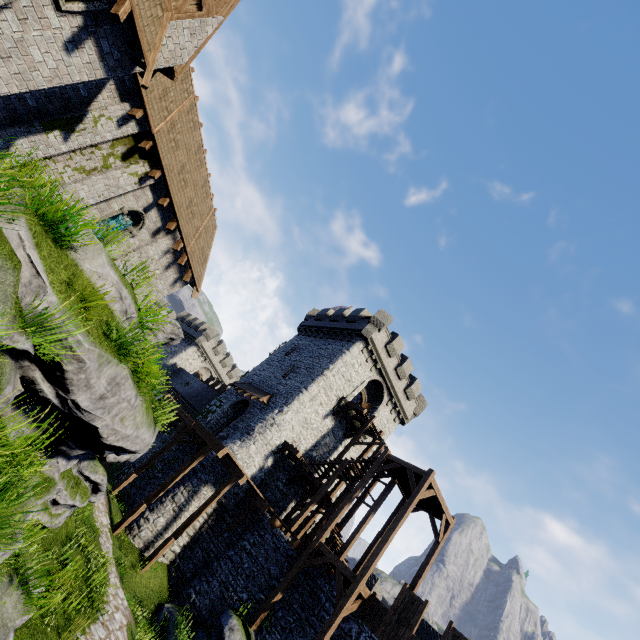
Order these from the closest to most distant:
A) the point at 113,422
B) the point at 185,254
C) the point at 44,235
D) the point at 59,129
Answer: the point at 44,235
the point at 113,422
the point at 59,129
the point at 185,254

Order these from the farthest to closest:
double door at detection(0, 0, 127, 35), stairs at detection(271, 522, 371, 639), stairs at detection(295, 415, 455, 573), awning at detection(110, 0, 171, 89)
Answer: stairs at detection(295, 415, 455, 573)
stairs at detection(271, 522, 371, 639)
awning at detection(110, 0, 171, 89)
double door at detection(0, 0, 127, 35)

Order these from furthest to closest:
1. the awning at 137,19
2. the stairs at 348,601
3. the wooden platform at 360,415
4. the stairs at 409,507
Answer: the wooden platform at 360,415 < the stairs at 409,507 < the stairs at 348,601 < the awning at 137,19

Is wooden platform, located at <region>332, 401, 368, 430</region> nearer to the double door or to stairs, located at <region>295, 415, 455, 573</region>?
stairs, located at <region>295, 415, 455, 573</region>

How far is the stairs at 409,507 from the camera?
16.41m

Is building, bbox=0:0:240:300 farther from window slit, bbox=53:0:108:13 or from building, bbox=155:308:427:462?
building, bbox=155:308:427:462

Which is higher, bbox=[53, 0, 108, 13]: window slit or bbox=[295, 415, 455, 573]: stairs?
bbox=[295, 415, 455, 573]: stairs

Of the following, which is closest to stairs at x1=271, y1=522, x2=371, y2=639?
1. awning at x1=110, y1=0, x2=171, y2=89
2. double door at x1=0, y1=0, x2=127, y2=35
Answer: awning at x1=110, y1=0, x2=171, y2=89
